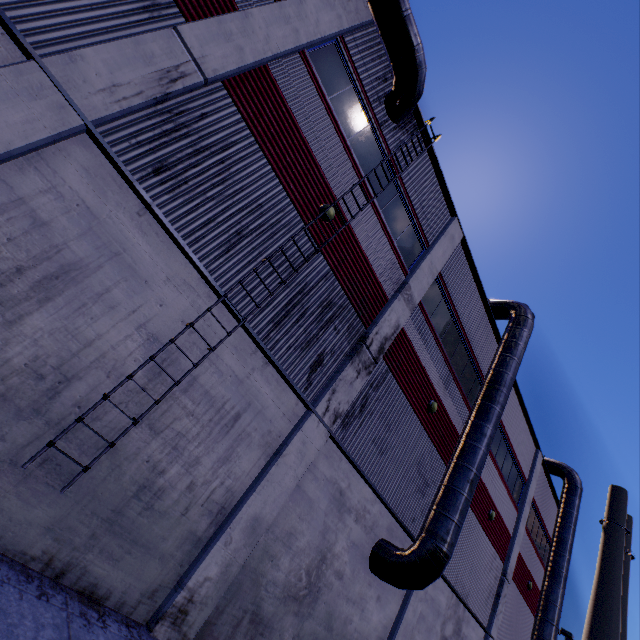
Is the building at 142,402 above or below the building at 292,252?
below

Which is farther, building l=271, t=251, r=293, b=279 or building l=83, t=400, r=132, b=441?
building l=271, t=251, r=293, b=279

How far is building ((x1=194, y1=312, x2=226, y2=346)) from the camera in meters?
6.4

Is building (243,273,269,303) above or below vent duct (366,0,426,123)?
below

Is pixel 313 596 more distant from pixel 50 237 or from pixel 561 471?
pixel 561 471

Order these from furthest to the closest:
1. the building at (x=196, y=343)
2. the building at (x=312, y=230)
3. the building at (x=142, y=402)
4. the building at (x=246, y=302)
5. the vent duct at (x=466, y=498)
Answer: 1. the vent duct at (x=466, y=498)
2. the building at (x=312, y=230)
3. the building at (x=246, y=302)
4. the building at (x=196, y=343)
5. the building at (x=142, y=402)

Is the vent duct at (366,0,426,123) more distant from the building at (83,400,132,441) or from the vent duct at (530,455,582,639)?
the vent duct at (530,455,582,639)
